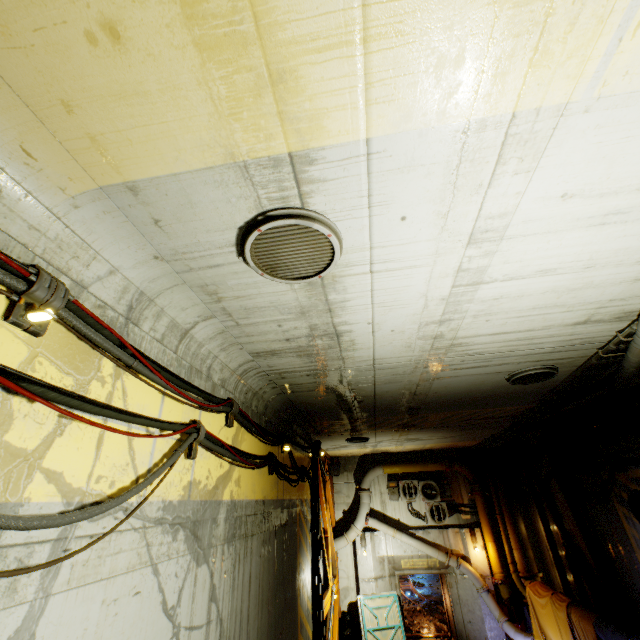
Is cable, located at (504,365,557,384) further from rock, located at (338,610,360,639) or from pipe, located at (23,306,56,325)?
rock, located at (338,610,360,639)

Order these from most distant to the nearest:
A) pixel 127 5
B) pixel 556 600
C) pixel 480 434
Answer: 1. pixel 480 434
2. pixel 556 600
3. pixel 127 5

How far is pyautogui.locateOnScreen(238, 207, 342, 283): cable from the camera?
2.32m

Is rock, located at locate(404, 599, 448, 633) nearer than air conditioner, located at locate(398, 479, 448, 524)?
No

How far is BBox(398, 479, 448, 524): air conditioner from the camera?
13.44m

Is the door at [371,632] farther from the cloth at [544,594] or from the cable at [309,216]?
the cable at [309,216]

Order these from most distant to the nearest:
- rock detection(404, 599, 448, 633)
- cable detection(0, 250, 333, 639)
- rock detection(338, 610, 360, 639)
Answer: rock detection(404, 599, 448, 633) → rock detection(338, 610, 360, 639) → cable detection(0, 250, 333, 639)

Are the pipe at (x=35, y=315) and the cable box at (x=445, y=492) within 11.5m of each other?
no
